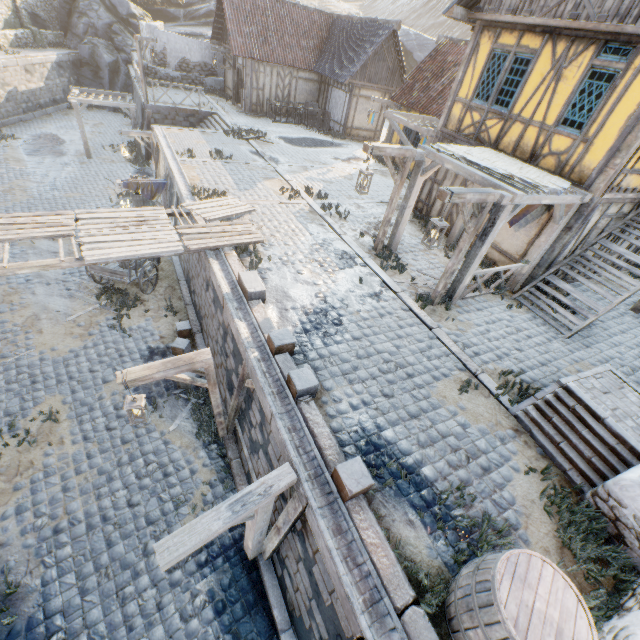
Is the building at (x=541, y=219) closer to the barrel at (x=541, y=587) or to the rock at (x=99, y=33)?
the rock at (x=99, y=33)

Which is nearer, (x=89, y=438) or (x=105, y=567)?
(x=105, y=567)

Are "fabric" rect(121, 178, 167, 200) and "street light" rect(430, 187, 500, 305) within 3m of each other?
no

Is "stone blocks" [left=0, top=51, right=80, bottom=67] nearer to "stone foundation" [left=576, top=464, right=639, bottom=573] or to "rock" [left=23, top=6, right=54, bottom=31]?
"rock" [left=23, top=6, right=54, bottom=31]

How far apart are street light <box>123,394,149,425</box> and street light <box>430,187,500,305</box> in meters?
6.0 m

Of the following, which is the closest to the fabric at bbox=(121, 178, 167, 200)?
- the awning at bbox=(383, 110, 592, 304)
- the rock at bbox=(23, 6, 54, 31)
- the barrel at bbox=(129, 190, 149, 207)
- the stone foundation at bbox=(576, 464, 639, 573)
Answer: the barrel at bbox=(129, 190, 149, 207)

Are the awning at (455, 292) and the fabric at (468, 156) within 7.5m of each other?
yes

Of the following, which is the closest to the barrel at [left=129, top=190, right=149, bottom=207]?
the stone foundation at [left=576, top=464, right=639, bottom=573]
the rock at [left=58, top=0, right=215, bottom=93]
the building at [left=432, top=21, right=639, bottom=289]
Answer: the building at [left=432, top=21, right=639, bottom=289]
